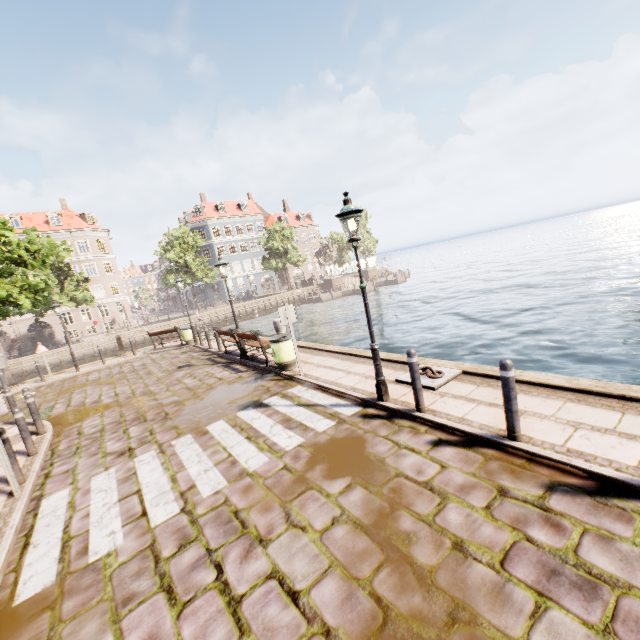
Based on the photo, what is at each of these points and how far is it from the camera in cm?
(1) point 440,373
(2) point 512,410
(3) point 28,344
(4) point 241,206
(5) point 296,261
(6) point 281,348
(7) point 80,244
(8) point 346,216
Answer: (1) boat ring, 665
(2) bollard, 411
(3) building, 3925
(4) building, 5509
(5) tree, 4781
(6) trash bin, 914
(7) building, 4212
(8) street light, 546

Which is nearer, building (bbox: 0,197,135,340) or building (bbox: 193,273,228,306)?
building (bbox: 0,197,135,340)

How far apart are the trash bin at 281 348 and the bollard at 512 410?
6.0m

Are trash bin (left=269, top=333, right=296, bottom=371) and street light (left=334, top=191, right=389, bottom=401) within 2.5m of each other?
no

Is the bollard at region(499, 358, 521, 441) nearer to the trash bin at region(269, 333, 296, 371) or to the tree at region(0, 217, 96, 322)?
the trash bin at region(269, 333, 296, 371)

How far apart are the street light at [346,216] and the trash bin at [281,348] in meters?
3.7

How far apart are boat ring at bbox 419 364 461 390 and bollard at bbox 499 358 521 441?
1.9m

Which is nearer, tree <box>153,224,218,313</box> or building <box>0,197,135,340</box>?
tree <box>153,224,218,313</box>
